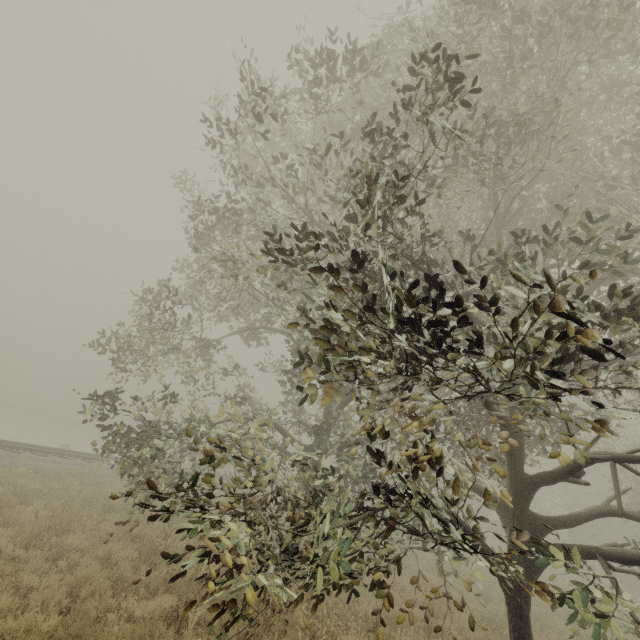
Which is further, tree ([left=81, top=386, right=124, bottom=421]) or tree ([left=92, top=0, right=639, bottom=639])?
tree ([left=81, top=386, right=124, bottom=421])

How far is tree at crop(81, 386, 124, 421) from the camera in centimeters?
750cm

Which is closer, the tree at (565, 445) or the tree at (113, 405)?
the tree at (565, 445)

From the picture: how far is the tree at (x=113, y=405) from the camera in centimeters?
750cm

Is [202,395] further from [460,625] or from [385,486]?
[460,625]
